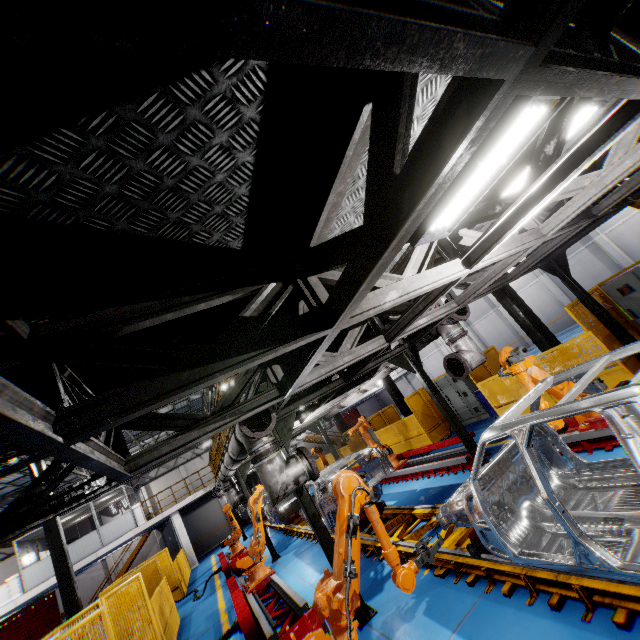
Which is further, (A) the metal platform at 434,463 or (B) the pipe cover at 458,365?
(A) the metal platform at 434,463

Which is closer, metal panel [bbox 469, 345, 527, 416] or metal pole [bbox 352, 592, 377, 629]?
metal pole [bbox 352, 592, 377, 629]

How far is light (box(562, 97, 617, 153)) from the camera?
2.7 meters

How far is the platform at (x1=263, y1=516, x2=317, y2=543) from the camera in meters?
11.4

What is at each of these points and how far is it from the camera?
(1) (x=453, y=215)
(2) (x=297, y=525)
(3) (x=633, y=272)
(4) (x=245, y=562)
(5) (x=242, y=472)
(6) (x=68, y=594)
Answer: (1) light, 3.32m
(2) platform, 13.66m
(3) cabinet, 7.73m
(4) robot arm, 8.66m
(5) metal pole, 12.53m
(6) metal pole, 11.87m

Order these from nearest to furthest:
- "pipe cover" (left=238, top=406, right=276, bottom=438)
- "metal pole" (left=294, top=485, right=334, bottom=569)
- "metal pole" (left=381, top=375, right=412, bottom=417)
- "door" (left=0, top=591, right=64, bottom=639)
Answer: "pipe cover" (left=238, top=406, right=276, bottom=438) → "metal pole" (left=294, top=485, right=334, bottom=569) → "metal pole" (left=381, top=375, right=412, bottom=417) → "door" (left=0, top=591, right=64, bottom=639)

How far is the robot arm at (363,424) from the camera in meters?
11.3 m

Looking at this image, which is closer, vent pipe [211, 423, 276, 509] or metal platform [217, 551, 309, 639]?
vent pipe [211, 423, 276, 509]
